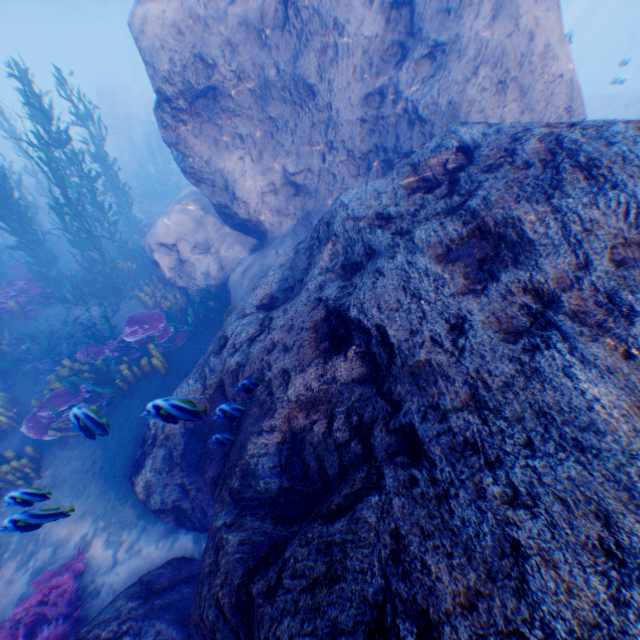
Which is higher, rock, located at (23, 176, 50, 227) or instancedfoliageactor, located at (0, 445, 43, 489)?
rock, located at (23, 176, 50, 227)

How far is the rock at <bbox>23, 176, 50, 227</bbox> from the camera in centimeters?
1677cm

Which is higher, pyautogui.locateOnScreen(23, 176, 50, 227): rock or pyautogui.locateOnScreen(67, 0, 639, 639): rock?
pyautogui.locateOnScreen(67, 0, 639, 639): rock

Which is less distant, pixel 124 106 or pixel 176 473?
pixel 176 473

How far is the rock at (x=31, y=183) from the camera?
16.8 meters

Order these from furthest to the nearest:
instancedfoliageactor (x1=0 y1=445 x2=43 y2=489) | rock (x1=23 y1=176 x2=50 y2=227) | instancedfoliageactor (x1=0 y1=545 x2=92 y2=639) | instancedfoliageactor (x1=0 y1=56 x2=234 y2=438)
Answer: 1. rock (x1=23 y1=176 x2=50 y2=227)
2. instancedfoliageactor (x1=0 y1=56 x2=234 y2=438)
3. instancedfoliageactor (x1=0 y1=445 x2=43 y2=489)
4. instancedfoliageactor (x1=0 y1=545 x2=92 y2=639)

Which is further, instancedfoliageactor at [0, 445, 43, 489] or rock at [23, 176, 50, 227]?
rock at [23, 176, 50, 227]

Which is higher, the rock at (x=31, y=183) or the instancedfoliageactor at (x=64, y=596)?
the rock at (x=31, y=183)
